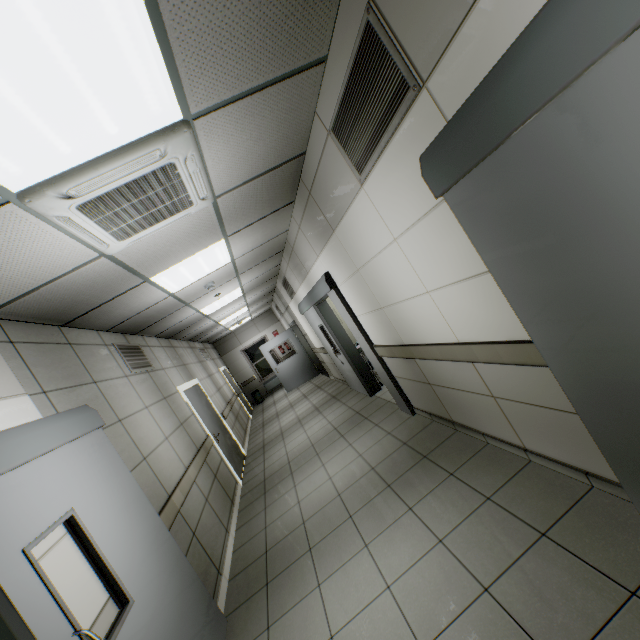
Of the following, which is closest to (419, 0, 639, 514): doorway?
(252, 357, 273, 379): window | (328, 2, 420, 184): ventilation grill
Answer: (328, 2, 420, 184): ventilation grill

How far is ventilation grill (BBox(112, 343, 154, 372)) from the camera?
4.46m

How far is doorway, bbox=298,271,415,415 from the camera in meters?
4.5

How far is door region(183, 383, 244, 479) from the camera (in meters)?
6.18

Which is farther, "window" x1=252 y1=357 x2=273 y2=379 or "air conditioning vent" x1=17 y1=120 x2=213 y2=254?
"window" x1=252 y1=357 x2=273 y2=379

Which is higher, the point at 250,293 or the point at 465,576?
the point at 250,293

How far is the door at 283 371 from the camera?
11.7 meters

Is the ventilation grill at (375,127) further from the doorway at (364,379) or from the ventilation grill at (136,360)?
the ventilation grill at (136,360)
